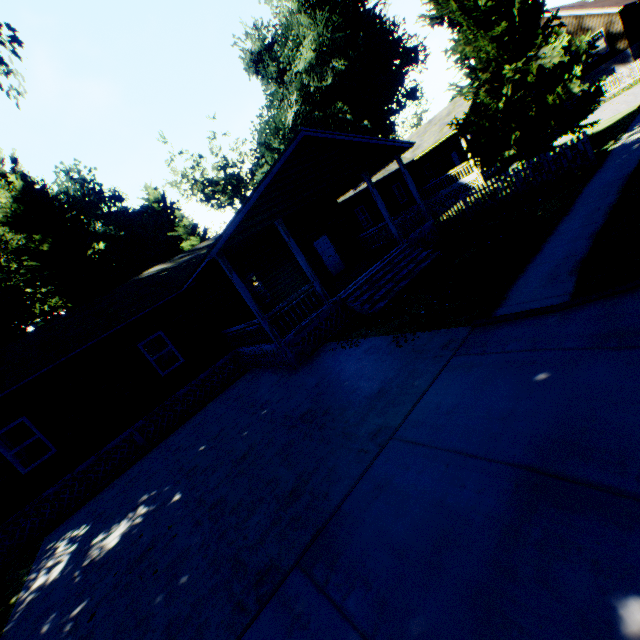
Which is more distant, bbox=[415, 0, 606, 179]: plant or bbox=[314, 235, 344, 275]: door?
bbox=[314, 235, 344, 275]: door

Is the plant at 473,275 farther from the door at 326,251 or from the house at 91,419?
the door at 326,251

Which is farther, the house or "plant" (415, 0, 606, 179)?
"plant" (415, 0, 606, 179)

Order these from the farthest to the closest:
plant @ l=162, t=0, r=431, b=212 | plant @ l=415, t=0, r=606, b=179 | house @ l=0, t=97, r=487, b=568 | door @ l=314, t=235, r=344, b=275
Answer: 1. plant @ l=162, t=0, r=431, b=212
2. door @ l=314, t=235, r=344, b=275
3. plant @ l=415, t=0, r=606, b=179
4. house @ l=0, t=97, r=487, b=568

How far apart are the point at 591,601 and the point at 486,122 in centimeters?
1797cm

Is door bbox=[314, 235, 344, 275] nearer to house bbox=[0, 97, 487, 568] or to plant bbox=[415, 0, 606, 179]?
house bbox=[0, 97, 487, 568]

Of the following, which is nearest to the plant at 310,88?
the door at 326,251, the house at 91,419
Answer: the house at 91,419
